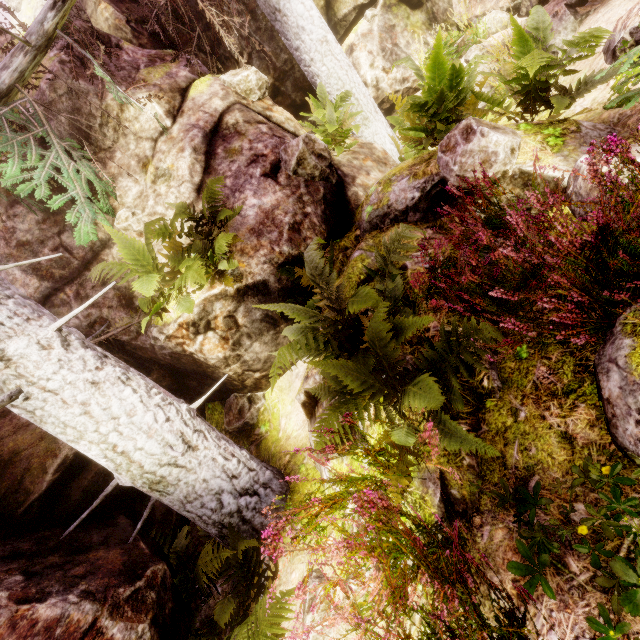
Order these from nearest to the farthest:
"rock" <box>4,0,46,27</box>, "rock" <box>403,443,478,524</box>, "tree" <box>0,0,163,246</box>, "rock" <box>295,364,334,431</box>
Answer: "rock" <box>403,443,478,524</box>
"rock" <box>295,364,334,431</box>
"tree" <box>0,0,163,246</box>
"rock" <box>4,0,46,27</box>

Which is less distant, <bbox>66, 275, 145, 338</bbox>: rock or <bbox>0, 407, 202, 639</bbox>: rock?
<bbox>0, 407, 202, 639</bbox>: rock

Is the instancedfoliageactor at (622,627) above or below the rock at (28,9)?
below

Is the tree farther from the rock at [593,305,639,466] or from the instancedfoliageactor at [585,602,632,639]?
the rock at [593,305,639,466]

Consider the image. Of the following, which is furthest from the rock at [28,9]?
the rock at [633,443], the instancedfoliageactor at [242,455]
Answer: the rock at [633,443]

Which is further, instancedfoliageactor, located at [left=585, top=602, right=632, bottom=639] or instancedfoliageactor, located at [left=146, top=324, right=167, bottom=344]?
instancedfoliageactor, located at [left=146, top=324, right=167, bottom=344]

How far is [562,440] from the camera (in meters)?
2.00

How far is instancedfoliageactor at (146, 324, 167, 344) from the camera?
4.7m
